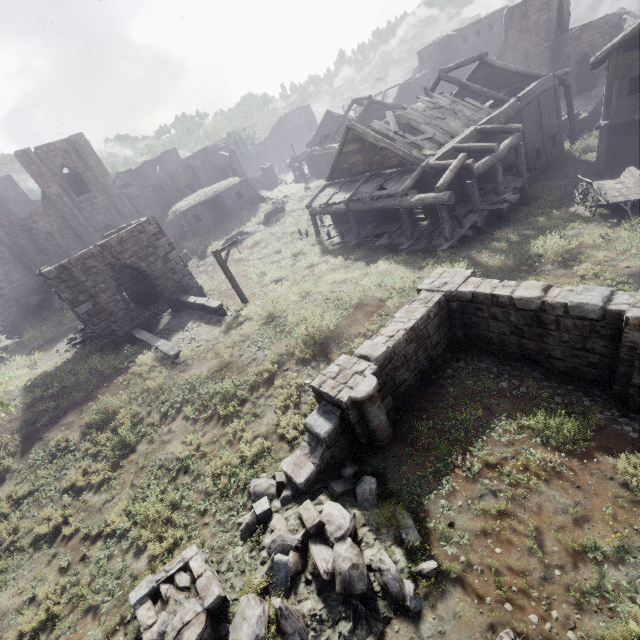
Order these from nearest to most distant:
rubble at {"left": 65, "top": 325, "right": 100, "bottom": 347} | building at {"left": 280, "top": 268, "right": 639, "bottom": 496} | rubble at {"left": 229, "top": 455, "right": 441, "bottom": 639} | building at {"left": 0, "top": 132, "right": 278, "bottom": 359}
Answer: rubble at {"left": 229, "top": 455, "right": 441, "bottom": 639}
building at {"left": 280, "top": 268, "right": 639, "bottom": 496}
building at {"left": 0, "top": 132, "right": 278, "bottom": 359}
rubble at {"left": 65, "top": 325, "right": 100, "bottom": 347}

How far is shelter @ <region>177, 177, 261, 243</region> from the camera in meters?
31.3

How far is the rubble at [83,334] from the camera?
18.28m

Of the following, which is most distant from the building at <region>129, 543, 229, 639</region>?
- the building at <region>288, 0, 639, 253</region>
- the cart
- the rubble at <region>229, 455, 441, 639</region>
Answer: the cart

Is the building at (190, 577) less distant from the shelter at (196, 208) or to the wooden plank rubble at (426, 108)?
the wooden plank rubble at (426, 108)

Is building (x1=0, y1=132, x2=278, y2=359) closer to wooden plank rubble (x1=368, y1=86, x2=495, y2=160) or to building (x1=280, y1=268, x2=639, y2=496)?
wooden plank rubble (x1=368, y1=86, x2=495, y2=160)

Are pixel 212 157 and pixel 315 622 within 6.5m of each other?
no

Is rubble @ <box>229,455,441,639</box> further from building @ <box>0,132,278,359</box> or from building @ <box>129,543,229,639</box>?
building @ <box>0,132,278,359</box>
